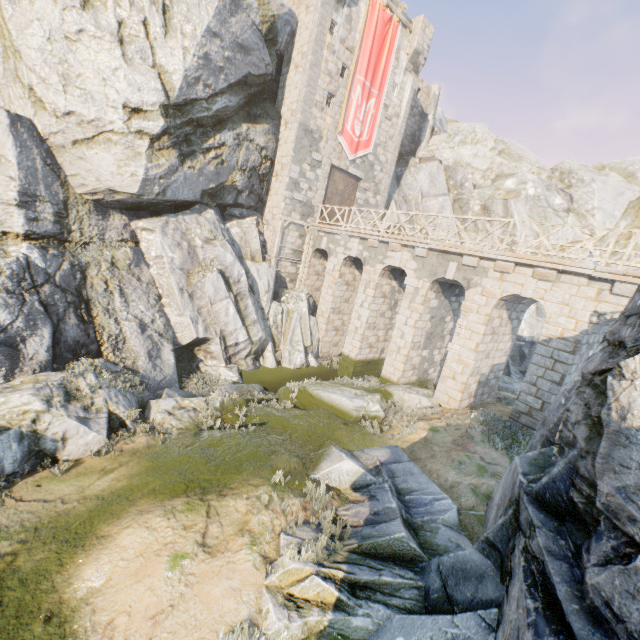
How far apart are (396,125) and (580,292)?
18.5 meters

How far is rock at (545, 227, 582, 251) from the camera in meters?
25.8 m

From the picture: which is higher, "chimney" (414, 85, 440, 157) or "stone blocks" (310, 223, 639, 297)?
"chimney" (414, 85, 440, 157)

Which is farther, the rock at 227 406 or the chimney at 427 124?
the chimney at 427 124

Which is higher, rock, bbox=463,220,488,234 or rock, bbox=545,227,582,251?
rock, bbox=545,227,582,251

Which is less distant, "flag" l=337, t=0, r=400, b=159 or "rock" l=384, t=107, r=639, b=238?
"flag" l=337, t=0, r=400, b=159

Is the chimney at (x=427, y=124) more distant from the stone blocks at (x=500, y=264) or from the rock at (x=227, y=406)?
the stone blocks at (x=500, y=264)

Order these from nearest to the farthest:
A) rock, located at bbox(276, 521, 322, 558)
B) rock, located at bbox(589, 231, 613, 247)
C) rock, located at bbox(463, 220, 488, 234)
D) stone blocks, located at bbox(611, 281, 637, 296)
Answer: rock, located at bbox(276, 521, 322, 558) → stone blocks, located at bbox(611, 281, 637, 296) → rock, located at bbox(589, 231, 613, 247) → rock, located at bbox(463, 220, 488, 234)
